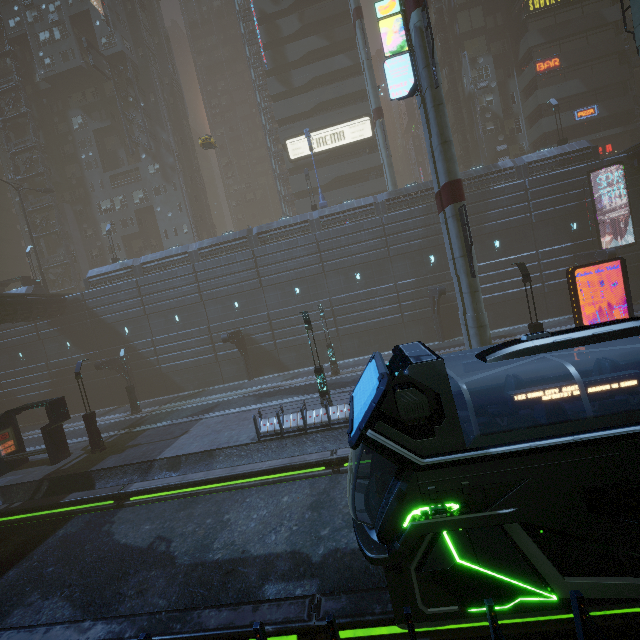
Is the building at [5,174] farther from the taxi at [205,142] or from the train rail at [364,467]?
the taxi at [205,142]

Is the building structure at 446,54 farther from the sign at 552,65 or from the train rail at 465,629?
the train rail at 465,629

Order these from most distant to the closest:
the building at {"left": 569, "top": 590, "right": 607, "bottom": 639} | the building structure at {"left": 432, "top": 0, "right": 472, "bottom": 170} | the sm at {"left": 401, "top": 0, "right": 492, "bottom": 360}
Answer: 1. the building structure at {"left": 432, "top": 0, "right": 472, "bottom": 170}
2. the sm at {"left": 401, "top": 0, "right": 492, "bottom": 360}
3. the building at {"left": 569, "top": 590, "right": 607, "bottom": 639}

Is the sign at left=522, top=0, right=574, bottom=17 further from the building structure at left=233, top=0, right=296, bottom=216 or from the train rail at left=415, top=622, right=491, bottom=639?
the train rail at left=415, top=622, right=491, bottom=639

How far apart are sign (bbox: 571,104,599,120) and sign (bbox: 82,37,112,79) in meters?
54.3

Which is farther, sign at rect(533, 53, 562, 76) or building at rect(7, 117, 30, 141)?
building at rect(7, 117, 30, 141)

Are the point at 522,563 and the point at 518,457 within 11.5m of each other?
yes

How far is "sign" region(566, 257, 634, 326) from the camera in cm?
1511
